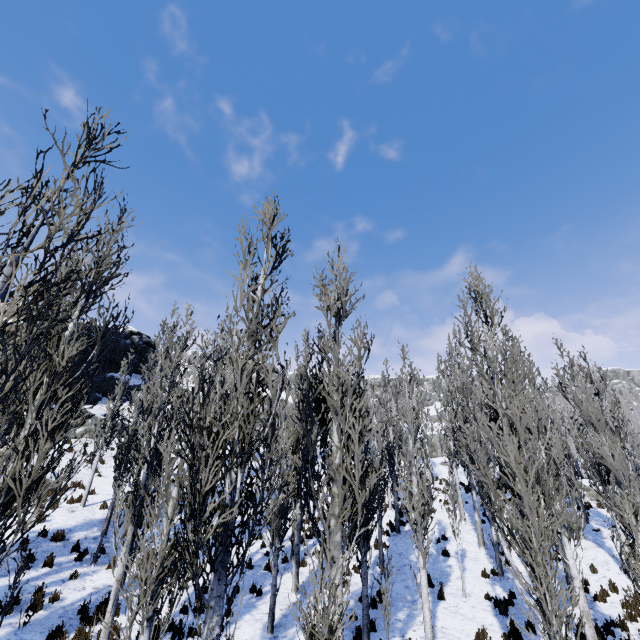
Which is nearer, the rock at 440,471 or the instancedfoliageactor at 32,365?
the instancedfoliageactor at 32,365

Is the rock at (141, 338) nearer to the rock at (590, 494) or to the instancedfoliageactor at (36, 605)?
the instancedfoliageactor at (36, 605)

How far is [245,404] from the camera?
5.34m

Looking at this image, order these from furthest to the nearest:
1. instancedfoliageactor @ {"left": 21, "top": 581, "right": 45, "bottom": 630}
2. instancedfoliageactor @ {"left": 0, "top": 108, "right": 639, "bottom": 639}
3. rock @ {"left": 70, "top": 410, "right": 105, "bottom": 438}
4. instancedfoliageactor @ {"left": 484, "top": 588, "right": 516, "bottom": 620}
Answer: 1. rock @ {"left": 70, "top": 410, "right": 105, "bottom": 438}
2. instancedfoliageactor @ {"left": 484, "top": 588, "right": 516, "bottom": 620}
3. instancedfoliageactor @ {"left": 21, "top": 581, "right": 45, "bottom": 630}
4. instancedfoliageactor @ {"left": 0, "top": 108, "right": 639, "bottom": 639}

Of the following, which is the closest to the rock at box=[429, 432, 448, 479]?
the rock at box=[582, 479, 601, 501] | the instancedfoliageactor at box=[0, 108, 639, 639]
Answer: the instancedfoliageactor at box=[0, 108, 639, 639]
